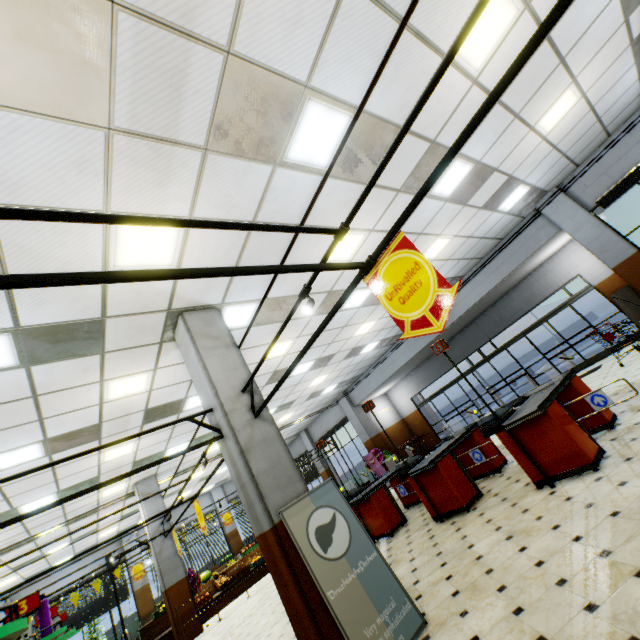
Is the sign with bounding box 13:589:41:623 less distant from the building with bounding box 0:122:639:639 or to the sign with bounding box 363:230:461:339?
the building with bounding box 0:122:639:639

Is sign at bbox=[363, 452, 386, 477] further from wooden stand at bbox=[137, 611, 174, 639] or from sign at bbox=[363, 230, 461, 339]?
sign at bbox=[363, 230, 461, 339]

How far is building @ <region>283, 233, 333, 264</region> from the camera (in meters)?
5.45

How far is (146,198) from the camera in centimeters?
348cm

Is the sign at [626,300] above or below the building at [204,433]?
below

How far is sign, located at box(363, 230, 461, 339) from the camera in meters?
2.3 m

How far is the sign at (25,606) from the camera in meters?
4.3

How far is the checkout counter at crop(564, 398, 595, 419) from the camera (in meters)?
5.31
